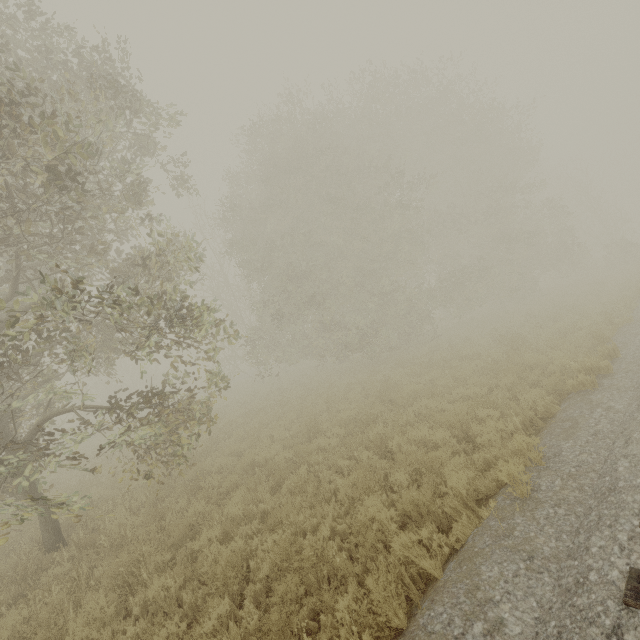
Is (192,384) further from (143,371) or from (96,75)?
(143,371)
